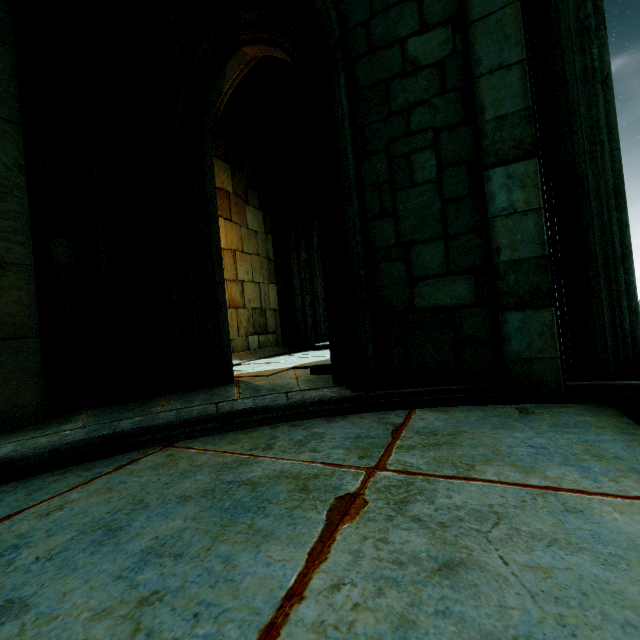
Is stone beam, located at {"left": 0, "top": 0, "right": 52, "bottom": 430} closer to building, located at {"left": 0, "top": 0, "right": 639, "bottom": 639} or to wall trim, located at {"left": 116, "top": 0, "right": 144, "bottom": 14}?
building, located at {"left": 0, "top": 0, "right": 639, "bottom": 639}

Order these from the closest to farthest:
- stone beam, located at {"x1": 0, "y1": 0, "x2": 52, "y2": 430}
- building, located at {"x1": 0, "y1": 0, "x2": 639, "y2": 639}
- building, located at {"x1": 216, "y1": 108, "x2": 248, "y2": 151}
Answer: building, located at {"x1": 0, "y1": 0, "x2": 639, "y2": 639} → stone beam, located at {"x1": 0, "y1": 0, "x2": 52, "y2": 430} → building, located at {"x1": 216, "y1": 108, "x2": 248, "y2": 151}

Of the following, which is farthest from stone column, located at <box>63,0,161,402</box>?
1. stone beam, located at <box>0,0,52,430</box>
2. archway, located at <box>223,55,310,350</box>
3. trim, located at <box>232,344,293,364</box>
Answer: trim, located at <box>232,344,293,364</box>

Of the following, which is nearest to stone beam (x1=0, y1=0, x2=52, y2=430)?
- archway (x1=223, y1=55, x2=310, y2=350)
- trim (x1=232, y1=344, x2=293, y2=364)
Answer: archway (x1=223, y1=55, x2=310, y2=350)

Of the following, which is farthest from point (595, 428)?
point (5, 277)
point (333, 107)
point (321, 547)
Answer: point (5, 277)

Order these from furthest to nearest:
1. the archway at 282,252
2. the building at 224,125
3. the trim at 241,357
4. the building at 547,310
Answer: the building at 224,125
the archway at 282,252
the trim at 241,357
the building at 547,310

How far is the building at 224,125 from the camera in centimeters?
887cm
